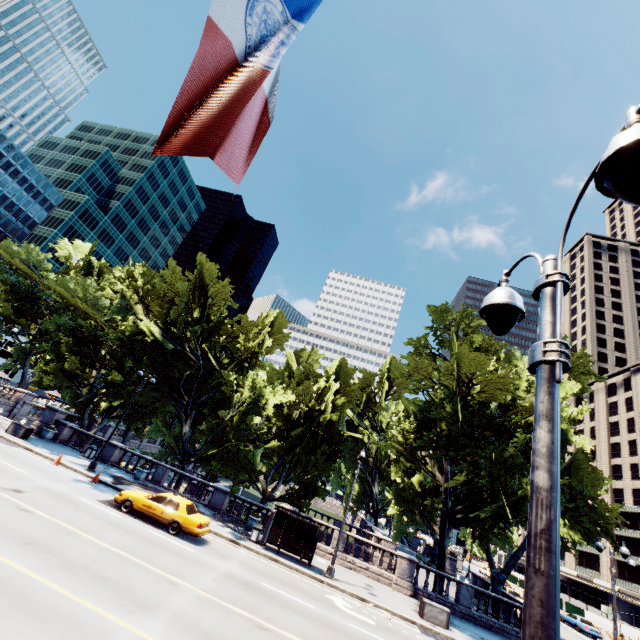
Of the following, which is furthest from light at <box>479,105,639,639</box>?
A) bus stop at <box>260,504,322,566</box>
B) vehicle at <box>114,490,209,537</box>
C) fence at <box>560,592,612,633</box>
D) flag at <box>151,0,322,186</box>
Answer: fence at <box>560,592,612,633</box>

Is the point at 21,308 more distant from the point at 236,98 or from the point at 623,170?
the point at 623,170

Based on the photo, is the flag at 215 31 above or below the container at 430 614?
above

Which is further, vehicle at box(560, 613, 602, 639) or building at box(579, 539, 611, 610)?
building at box(579, 539, 611, 610)

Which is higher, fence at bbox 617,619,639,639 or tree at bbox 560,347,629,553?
tree at bbox 560,347,629,553

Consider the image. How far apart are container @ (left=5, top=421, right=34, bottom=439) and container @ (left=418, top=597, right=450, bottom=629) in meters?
29.3 m

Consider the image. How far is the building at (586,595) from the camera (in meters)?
54.65

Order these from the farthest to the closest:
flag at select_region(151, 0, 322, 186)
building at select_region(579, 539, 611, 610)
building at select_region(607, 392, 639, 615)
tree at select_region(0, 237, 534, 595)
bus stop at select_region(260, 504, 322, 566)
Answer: building at select_region(579, 539, 611, 610)
building at select_region(607, 392, 639, 615)
tree at select_region(0, 237, 534, 595)
bus stop at select_region(260, 504, 322, 566)
flag at select_region(151, 0, 322, 186)
